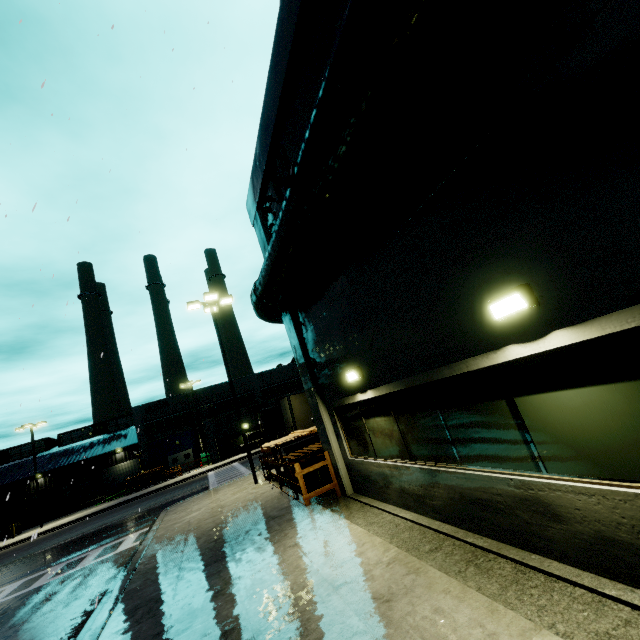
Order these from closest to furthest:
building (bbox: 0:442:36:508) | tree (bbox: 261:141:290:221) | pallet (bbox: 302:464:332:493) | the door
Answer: tree (bbox: 261:141:290:221) < pallet (bbox: 302:464:332:493) < building (bbox: 0:442:36:508) < the door

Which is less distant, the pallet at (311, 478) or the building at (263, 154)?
the building at (263, 154)

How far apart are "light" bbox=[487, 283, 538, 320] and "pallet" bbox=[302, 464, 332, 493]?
9.2 meters

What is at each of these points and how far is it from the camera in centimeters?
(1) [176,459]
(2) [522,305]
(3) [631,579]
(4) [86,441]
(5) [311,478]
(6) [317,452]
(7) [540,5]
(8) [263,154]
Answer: (1) door, 4266cm
(2) light, 354cm
(3) building, 329cm
(4) building, 4662cm
(5) pallet, 1135cm
(6) pallet, 1150cm
(7) tree, 295cm
(8) building, 981cm

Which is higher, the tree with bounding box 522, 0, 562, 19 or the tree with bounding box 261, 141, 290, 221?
the tree with bounding box 261, 141, 290, 221

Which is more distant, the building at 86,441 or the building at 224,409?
the building at 86,441

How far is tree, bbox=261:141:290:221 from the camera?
8.9 meters

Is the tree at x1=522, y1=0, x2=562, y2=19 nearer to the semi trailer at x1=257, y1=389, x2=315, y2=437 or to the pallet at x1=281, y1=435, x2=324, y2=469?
the pallet at x1=281, y1=435, x2=324, y2=469
